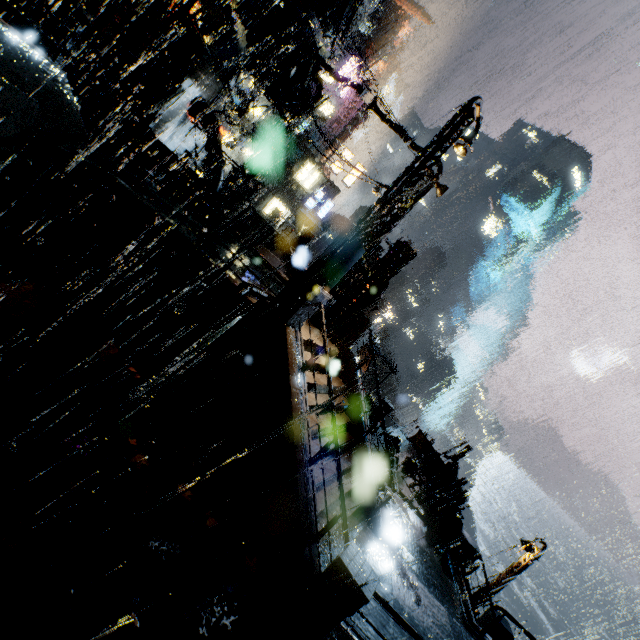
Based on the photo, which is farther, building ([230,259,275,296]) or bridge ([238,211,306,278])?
bridge ([238,211,306,278])

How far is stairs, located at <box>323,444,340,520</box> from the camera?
8.9 meters

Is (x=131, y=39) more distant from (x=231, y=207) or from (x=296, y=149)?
(x=296, y=149)

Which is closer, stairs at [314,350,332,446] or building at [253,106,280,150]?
stairs at [314,350,332,446]

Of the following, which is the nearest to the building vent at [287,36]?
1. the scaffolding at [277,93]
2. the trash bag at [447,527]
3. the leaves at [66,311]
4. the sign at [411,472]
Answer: the scaffolding at [277,93]

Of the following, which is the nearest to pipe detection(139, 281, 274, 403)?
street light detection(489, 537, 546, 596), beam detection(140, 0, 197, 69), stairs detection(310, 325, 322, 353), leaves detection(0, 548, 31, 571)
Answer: stairs detection(310, 325, 322, 353)

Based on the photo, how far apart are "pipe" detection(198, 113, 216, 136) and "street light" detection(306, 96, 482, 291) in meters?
11.7 m

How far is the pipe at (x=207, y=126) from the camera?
16.3 meters
